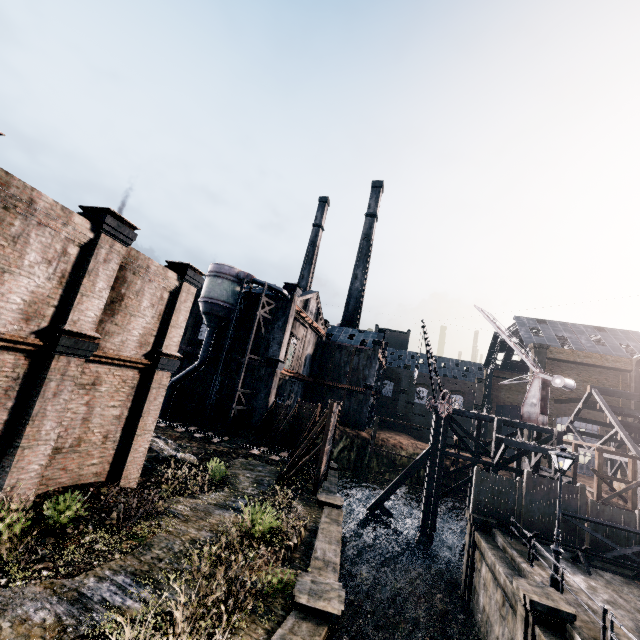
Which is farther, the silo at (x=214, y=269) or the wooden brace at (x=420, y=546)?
the silo at (x=214, y=269)

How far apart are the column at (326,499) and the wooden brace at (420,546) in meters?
9.8

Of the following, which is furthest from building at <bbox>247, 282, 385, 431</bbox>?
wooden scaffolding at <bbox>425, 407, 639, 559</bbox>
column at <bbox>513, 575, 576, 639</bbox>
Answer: wooden scaffolding at <bbox>425, 407, 639, 559</bbox>

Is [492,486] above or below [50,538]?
above

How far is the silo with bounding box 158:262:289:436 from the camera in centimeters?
3219cm

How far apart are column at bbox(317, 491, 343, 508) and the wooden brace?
9.81m

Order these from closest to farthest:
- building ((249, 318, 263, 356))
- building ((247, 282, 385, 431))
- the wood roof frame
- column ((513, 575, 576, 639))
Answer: column ((513, 575, 576, 639)) → the wood roof frame → building ((247, 282, 385, 431)) → building ((249, 318, 263, 356))

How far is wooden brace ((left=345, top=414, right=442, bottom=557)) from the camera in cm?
2622
